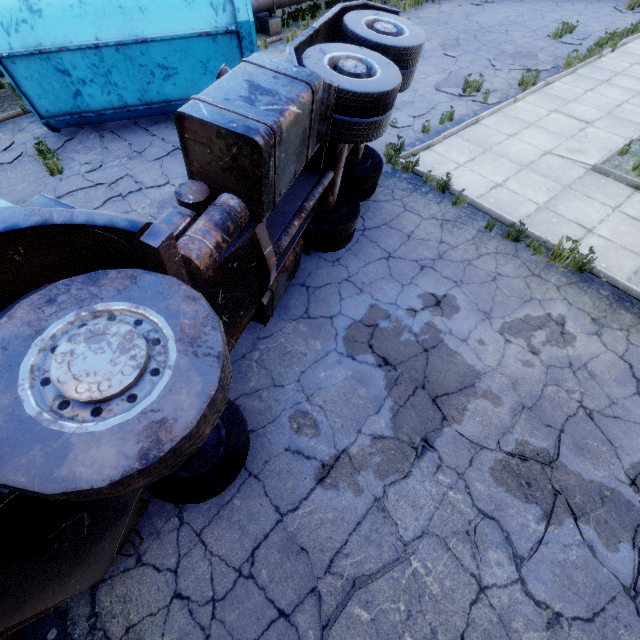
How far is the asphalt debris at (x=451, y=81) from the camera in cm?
943

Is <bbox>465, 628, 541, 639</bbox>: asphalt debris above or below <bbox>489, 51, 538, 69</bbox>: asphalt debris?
below

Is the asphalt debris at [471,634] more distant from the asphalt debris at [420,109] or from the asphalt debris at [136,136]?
the asphalt debris at [420,109]

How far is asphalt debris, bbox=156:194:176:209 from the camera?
6.8m

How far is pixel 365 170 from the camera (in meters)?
6.36

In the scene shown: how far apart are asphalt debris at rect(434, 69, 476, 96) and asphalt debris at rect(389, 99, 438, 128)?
0.53m

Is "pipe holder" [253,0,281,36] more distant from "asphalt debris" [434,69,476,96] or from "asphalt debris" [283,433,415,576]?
"asphalt debris" [283,433,415,576]
